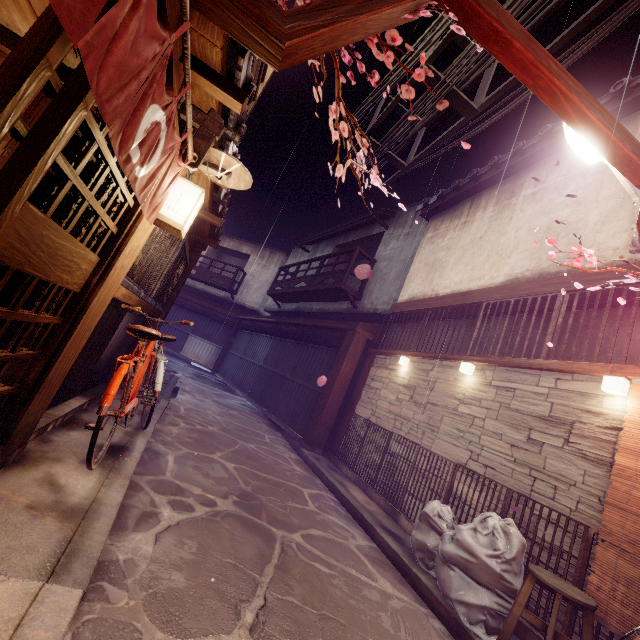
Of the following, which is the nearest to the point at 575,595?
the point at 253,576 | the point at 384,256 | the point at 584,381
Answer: the point at 584,381

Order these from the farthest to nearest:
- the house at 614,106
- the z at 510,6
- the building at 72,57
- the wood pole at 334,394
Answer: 1. the wood pole at 334,394
2. the house at 614,106
3. the z at 510,6
4. the building at 72,57

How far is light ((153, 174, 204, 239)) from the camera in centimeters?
502cm

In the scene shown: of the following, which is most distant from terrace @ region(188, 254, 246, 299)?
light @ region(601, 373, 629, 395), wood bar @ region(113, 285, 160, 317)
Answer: light @ region(601, 373, 629, 395)

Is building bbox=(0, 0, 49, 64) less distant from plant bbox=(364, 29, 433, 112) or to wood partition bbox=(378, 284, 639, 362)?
plant bbox=(364, 29, 433, 112)

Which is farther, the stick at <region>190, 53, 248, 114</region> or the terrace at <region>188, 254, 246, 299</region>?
the terrace at <region>188, 254, 246, 299</region>

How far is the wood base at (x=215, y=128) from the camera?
4.8 meters

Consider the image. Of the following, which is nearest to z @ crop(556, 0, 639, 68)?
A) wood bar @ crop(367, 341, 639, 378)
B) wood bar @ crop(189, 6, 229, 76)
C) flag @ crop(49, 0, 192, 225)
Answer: wood bar @ crop(189, 6, 229, 76)
